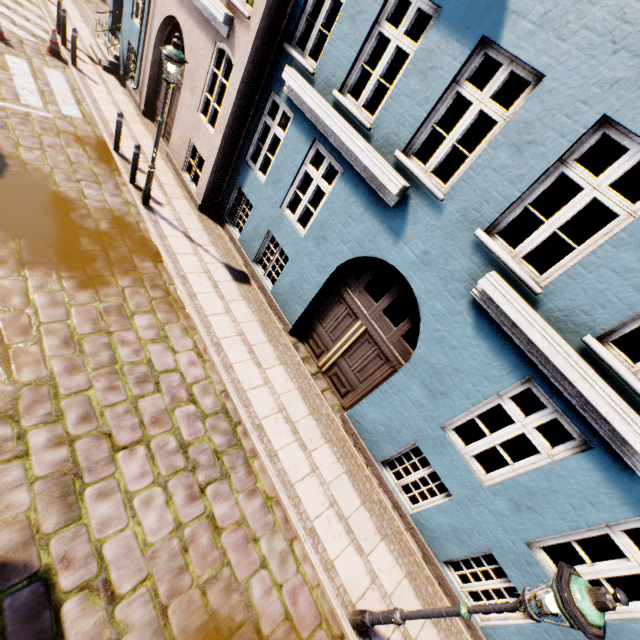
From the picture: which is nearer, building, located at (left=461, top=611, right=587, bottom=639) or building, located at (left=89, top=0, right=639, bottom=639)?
building, located at (left=89, top=0, right=639, bottom=639)

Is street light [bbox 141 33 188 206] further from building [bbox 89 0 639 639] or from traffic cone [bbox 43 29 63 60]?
traffic cone [bbox 43 29 63 60]

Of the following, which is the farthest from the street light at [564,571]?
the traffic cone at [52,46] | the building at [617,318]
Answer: the traffic cone at [52,46]

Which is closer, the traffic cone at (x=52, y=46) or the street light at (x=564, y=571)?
the street light at (x=564, y=571)

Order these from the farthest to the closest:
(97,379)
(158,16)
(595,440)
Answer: (158,16), (97,379), (595,440)

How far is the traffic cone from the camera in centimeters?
1082cm

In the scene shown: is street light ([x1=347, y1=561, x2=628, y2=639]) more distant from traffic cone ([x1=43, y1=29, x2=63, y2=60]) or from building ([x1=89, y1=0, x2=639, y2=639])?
traffic cone ([x1=43, y1=29, x2=63, y2=60])

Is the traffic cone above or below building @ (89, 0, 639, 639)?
below
